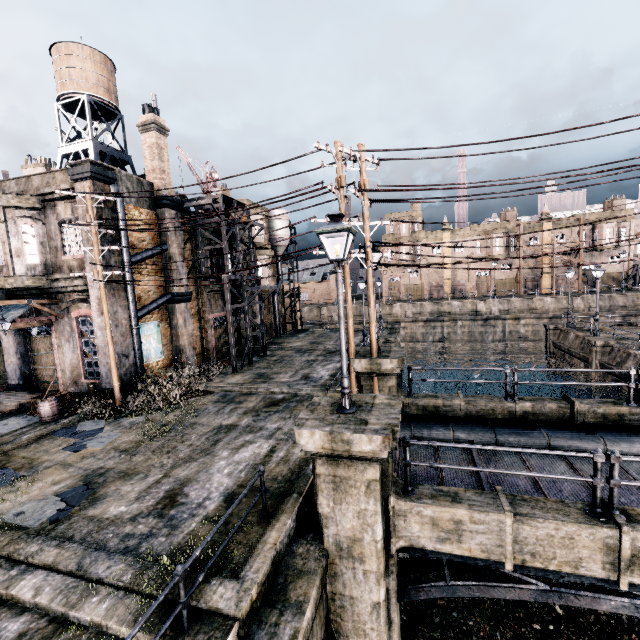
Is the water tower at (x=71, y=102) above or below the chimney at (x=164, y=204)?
→ above

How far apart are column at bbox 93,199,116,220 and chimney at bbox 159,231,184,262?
2.9m

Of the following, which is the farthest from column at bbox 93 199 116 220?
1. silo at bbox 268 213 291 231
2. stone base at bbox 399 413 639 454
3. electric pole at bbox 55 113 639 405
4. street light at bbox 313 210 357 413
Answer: silo at bbox 268 213 291 231

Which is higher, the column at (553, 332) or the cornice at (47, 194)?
the cornice at (47, 194)

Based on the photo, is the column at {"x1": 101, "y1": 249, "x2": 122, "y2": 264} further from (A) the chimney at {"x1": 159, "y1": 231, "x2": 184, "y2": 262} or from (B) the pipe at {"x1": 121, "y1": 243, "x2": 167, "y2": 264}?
(A) the chimney at {"x1": 159, "y1": 231, "x2": 184, "y2": 262}

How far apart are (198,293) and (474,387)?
29.4 meters

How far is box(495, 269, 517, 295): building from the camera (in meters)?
55.28

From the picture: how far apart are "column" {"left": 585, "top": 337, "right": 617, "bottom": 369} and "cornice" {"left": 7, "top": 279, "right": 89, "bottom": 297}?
33.2m
